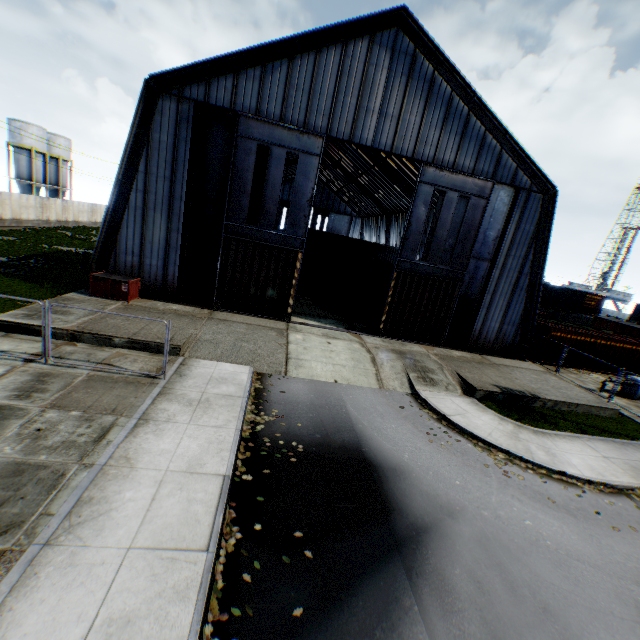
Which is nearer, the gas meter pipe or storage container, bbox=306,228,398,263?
the gas meter pipe

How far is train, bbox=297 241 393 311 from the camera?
23.4m

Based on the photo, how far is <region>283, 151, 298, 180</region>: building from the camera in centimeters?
4121cm

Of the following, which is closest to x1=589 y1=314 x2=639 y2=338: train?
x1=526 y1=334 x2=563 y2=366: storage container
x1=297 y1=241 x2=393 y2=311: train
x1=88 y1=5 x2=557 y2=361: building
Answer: x1=526 y1=334 x2=563 y2=366: storage container

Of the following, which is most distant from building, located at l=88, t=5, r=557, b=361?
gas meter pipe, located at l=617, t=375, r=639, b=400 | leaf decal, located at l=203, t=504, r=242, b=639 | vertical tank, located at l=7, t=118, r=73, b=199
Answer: vertical tank, located at l=7, t=118, r=73, b=199

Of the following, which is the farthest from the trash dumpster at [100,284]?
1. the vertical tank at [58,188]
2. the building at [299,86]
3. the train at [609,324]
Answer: the train at [609,324]

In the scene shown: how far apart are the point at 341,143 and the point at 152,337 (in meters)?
34.00

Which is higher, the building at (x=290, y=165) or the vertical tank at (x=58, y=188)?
the building at (x=290, y=165)
